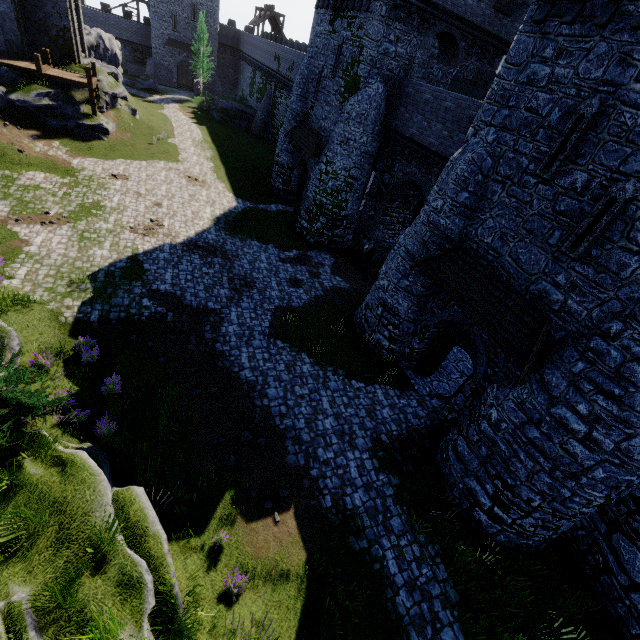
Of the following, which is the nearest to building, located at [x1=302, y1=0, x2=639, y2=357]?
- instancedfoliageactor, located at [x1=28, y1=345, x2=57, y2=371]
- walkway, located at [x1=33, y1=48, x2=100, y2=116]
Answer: instancedfoliageactor, located at [x1=28, y1=345, x2=57, y2=371]

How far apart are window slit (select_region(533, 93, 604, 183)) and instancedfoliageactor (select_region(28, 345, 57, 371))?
16.4 meters

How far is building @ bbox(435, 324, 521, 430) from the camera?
11.2 meters

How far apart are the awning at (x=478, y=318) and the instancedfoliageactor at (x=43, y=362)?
13.4 meters

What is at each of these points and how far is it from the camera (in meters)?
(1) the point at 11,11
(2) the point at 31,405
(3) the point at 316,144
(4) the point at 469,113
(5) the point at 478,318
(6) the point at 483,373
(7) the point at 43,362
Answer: (1) building, 22.41
(2) bush, 7.25
(3) awning, 22.44
(4) building, 15.26
(5) awning, 10.97
(6) building, 11.89
(7) instancedfoliageactor, 10.28

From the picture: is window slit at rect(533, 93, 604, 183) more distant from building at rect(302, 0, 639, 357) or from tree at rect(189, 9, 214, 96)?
tree at rect(189, 9, 214, 96)

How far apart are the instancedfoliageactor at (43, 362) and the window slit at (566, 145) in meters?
16.4 m

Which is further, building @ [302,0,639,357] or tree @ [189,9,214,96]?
tree @ [189,9,214,96]
